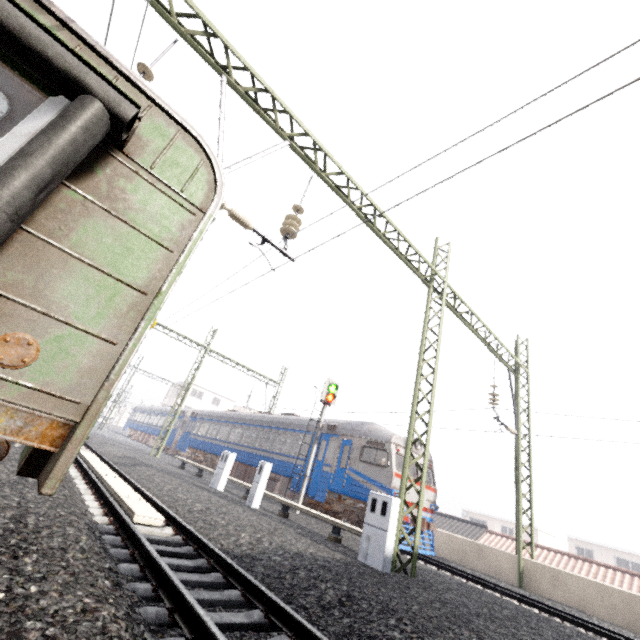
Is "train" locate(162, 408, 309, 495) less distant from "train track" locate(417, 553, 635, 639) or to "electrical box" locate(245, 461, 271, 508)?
"train track" locate(417, 553, 635, 639)

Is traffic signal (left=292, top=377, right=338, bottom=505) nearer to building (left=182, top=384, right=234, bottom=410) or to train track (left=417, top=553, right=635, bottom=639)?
train track (left=417, top=553, right=635, bottom=639)

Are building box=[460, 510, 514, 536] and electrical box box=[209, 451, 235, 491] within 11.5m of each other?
no

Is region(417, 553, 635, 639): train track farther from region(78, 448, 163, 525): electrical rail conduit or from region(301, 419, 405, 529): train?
region(78, 448, 163, 525): electrical rail conduit

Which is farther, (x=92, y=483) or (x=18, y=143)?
(x=92, y=483)

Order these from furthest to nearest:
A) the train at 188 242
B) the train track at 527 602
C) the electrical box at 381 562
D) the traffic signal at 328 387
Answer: the traffic signal at 328 387, the train track at 527 602, the electrical box at 381 562, the train at 188 242

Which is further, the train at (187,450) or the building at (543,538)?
the building at (543,538)

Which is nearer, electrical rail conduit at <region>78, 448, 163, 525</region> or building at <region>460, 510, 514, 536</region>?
electrical rail conduit at <region>78, 448, 163, 525</region>
